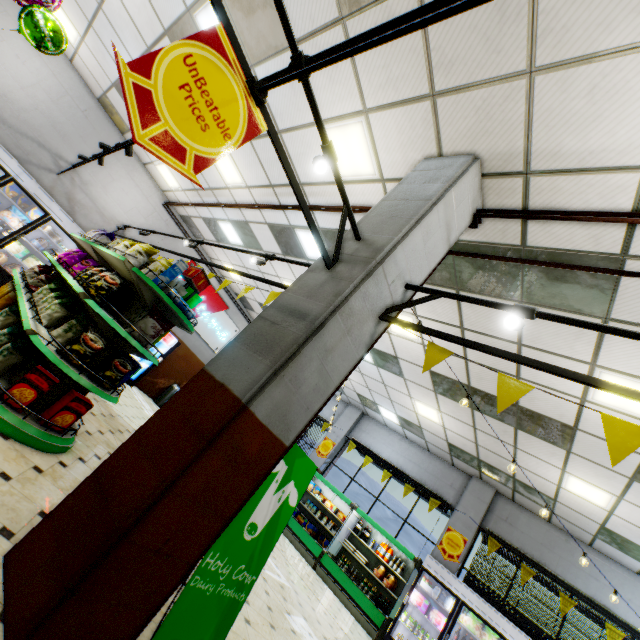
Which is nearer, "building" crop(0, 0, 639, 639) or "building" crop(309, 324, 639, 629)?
"building" crop(0, 0, 639, 639)

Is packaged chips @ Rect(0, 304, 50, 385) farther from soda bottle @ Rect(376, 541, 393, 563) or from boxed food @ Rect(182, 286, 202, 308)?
soda bottle @ Rect(376, 541, 393, 563)

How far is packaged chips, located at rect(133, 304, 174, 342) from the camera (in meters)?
3.77

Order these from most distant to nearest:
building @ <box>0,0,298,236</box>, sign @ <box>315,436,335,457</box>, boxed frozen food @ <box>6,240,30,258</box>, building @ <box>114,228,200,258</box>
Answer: sign @ <box>315,436,335,457</box> < building @ <box>114,228,200,258</box> < boxed frozen food @ <box>6,240,30,258</box> < building @ <box>0,0,298,236</box>

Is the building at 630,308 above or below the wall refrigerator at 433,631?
above

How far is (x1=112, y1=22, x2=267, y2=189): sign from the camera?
1.6 meters

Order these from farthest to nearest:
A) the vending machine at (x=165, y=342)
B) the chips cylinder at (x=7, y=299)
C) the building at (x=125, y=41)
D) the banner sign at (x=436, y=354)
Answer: the vending machine at (x=165, y=342)
the building at (x=125, y=41)
the chips cylinder at (x=7, y=299)
the banner sign at (x=436, y=354)

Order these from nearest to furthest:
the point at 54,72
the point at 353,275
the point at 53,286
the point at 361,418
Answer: the point at 353,275 → the point at 53,286 → the point at 54,72 → the point at 361,418
